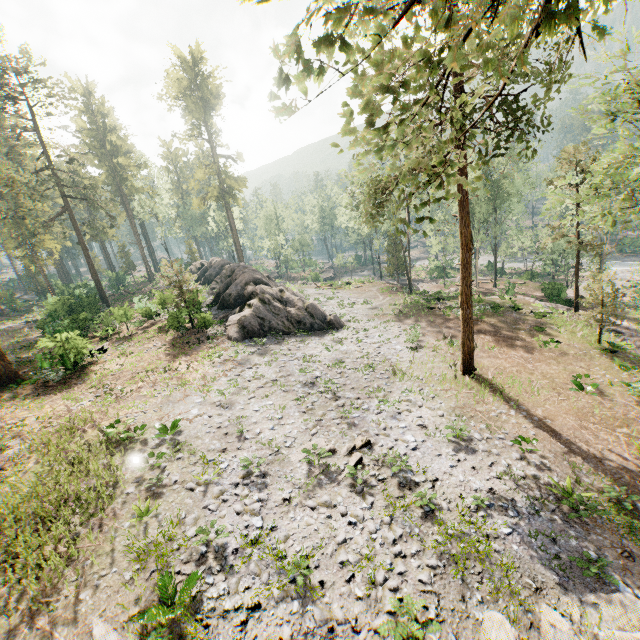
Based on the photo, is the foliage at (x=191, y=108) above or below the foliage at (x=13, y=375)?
above

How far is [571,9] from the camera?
2.26m

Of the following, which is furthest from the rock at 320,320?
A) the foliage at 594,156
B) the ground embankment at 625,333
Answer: the ground embankment at 625,333

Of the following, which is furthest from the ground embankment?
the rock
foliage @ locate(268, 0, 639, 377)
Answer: the rock

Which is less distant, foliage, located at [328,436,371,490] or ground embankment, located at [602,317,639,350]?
foliage, located at [328,436,371,490]

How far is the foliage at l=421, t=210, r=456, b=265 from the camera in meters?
45.2

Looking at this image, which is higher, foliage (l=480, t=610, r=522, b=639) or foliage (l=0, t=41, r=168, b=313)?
foliage (l=0, t=41, r=168, b=313)
